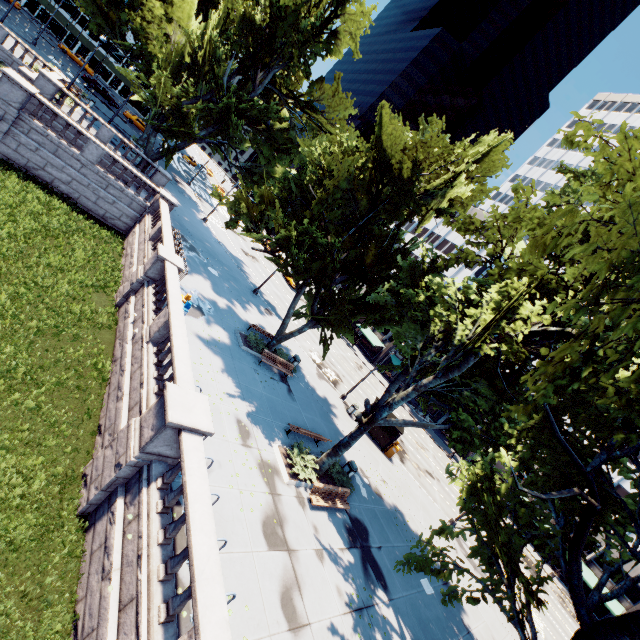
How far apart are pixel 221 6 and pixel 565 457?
38.3 meters

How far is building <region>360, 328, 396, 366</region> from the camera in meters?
56.4

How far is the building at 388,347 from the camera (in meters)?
56.41

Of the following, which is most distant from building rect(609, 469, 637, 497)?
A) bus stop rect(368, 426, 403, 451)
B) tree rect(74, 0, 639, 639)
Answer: bus stop rect(368, 426, 403, 451)

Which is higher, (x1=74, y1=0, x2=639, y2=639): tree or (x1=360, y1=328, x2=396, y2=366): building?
(x1=74, y1=0, x2=639, y2=639): tree

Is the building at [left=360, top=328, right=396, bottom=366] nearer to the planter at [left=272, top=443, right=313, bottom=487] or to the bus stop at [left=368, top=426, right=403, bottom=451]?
the bus stop at [left=368, top=426, right=403, bottom=451]

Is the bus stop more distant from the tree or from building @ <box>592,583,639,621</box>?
the tree

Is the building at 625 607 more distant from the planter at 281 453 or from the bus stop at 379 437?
the planter at 281 453
